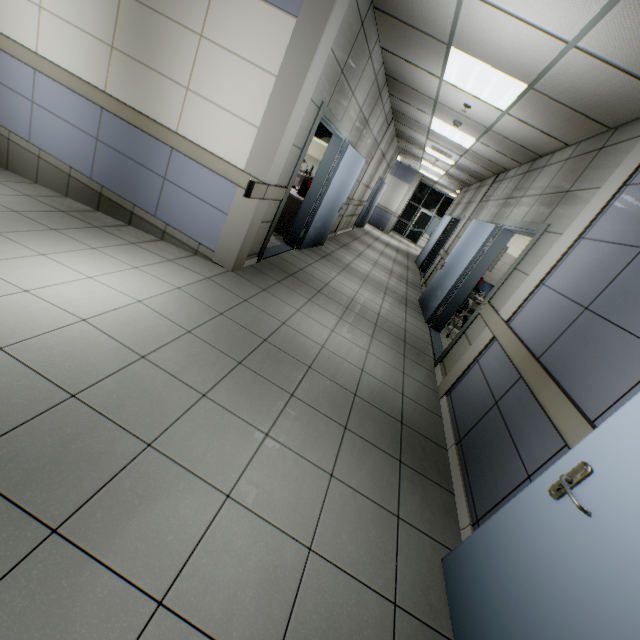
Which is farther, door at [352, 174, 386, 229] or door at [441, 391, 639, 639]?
door at [352, 174, 386, 229]

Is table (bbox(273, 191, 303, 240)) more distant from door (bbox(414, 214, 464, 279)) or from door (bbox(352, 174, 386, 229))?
door (bbox(352, 174, 386, 229))

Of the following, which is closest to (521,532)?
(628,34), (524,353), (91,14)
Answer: (524,353)

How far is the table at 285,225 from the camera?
6.1m

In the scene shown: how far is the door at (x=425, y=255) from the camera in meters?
10.0

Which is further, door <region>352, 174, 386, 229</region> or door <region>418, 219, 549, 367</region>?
door <region>352, 174, 386, 229</region>

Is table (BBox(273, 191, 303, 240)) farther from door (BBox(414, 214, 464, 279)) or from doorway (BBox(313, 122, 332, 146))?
door (BBox(414, 214, 464, 279))

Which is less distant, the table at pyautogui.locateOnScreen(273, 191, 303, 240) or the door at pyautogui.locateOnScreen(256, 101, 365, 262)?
the door at pyautogui.locateOnScreen(256, 101, 365, 262)
